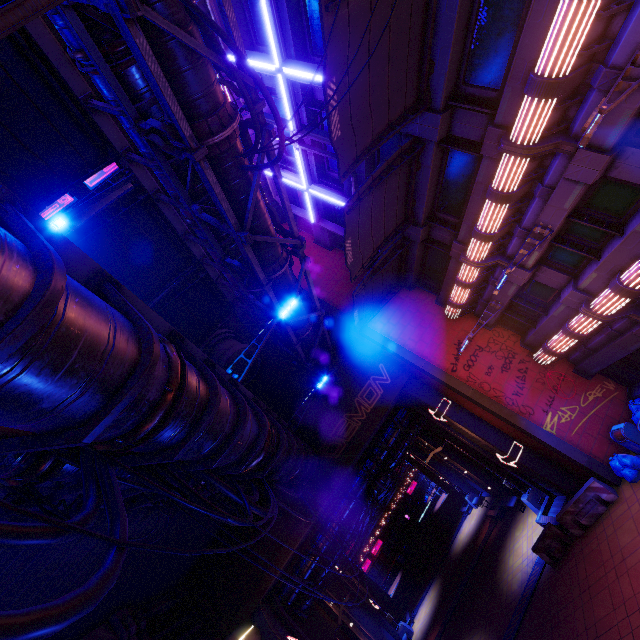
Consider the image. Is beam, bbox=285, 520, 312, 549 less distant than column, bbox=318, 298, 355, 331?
Yes

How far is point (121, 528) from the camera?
3.6m

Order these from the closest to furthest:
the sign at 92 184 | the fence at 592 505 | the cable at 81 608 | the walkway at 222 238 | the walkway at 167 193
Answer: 1. the cable at 81 608
2. the walkway at 167 193
3. the walkway at 222 238
4. the fence at 592 505
5. the sign at 92 184

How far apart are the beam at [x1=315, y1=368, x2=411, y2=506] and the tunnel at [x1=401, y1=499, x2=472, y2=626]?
19.3m

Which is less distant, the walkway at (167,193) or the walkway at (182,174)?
the walkway at (167,193)

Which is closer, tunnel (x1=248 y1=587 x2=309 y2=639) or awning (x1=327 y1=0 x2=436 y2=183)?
awning (x1=327 y1=0 x2=436 y2=183)

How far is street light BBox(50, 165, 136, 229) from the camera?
9.8 meters

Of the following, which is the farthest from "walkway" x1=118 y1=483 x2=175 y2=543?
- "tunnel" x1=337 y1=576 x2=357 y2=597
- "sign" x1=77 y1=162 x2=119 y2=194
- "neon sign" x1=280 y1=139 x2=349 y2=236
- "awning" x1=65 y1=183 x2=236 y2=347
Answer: "sign" x1=77 y1=162 x2=119 y2=194
